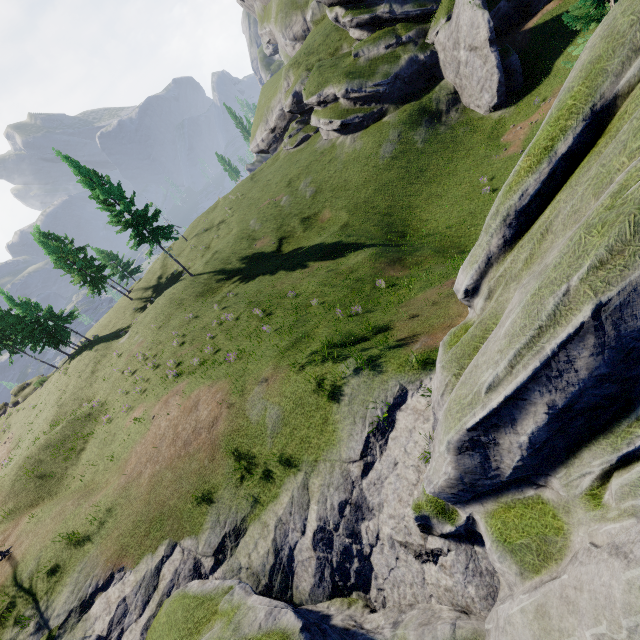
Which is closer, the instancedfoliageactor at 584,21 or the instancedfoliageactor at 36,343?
the instancedfoliageactor at 584,21

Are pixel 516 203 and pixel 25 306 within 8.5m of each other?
no

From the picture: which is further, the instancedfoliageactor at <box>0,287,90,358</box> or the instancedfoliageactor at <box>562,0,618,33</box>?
the instancedfoliageactor at <box>0,287,90,358</box>
